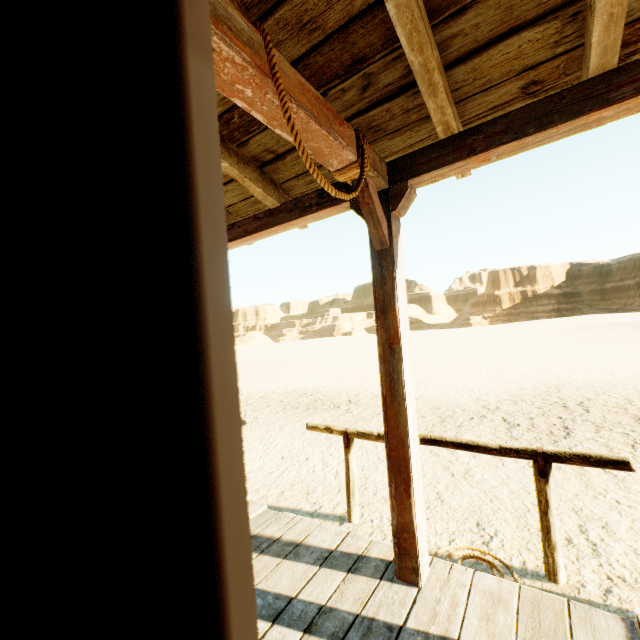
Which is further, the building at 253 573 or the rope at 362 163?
the rope at 362 163

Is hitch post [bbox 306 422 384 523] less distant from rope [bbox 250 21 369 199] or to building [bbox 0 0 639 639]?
building [bbox 0 0 639 639]

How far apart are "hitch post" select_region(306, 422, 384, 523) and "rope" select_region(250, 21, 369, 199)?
2.4m

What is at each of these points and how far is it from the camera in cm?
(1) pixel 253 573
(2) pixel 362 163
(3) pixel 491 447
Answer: (1) building, 34
(2) rope, 177
(3) hitch post, 273

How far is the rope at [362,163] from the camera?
1.2 meters

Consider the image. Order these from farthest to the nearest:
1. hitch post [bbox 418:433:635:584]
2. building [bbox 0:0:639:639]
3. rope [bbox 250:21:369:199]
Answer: hitch post [bbox 418:433:635:584] → rope [bbox 250:21:369:199] → building [bbox 0:0:639:639]

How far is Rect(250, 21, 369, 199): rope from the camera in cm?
118

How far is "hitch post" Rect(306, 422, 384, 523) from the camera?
3.39m
